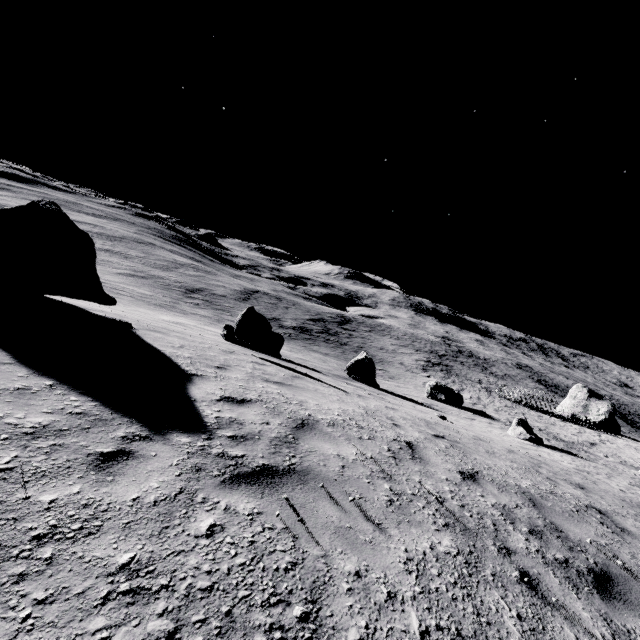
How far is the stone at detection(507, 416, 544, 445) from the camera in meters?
18.1

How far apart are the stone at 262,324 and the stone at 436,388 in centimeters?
1726cm

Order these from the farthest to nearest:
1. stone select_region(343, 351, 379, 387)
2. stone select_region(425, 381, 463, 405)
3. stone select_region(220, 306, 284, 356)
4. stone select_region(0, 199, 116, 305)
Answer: stone select_region(425, 381, 463, 405), stone select_region(343, 351, 379, 387), stone select_region(220, 306, 284, 356), stone select_region(0, 199, 116, 305)

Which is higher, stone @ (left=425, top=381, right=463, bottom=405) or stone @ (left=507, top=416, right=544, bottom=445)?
stone @ (left=507, top=416, right=544, bottom=445)

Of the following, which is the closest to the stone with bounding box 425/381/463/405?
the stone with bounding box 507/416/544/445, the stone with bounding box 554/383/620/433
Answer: the stone with bounding box 507/416/544/445

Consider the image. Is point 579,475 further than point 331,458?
Yes

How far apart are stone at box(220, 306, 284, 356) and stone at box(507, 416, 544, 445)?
15.0m

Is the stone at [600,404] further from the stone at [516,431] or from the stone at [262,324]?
the stone at [262,324]
